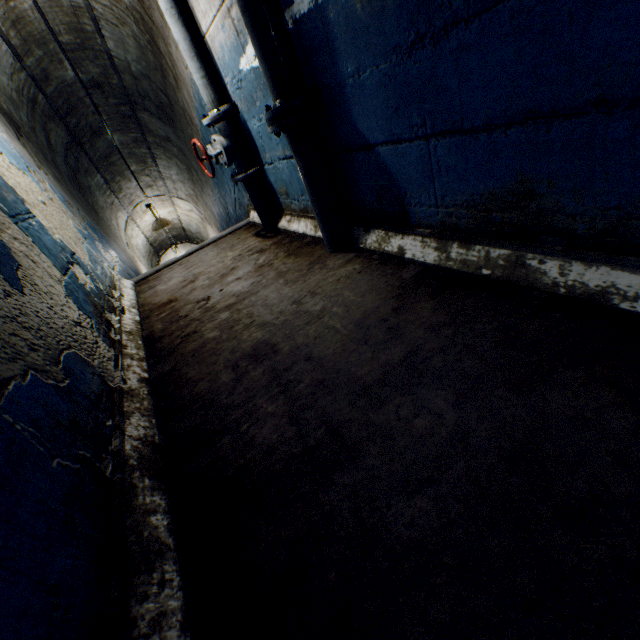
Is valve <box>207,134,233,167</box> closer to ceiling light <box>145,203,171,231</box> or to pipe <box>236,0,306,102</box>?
pipe <box>236,0,306,102</box>

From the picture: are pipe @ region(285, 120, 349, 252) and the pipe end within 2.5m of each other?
yes

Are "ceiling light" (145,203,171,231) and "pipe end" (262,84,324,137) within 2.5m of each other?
no

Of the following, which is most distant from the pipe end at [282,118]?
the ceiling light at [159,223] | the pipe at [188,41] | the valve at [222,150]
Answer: the ceiling light at [159,223]

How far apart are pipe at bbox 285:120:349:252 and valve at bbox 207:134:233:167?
1.08m

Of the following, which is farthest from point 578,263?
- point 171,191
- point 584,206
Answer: point 171,191

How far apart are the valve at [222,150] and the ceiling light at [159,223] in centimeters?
422cm

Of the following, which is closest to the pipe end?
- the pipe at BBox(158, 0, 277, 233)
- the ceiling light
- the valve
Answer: the pipe at BBox(158, 0, 277, 233)
